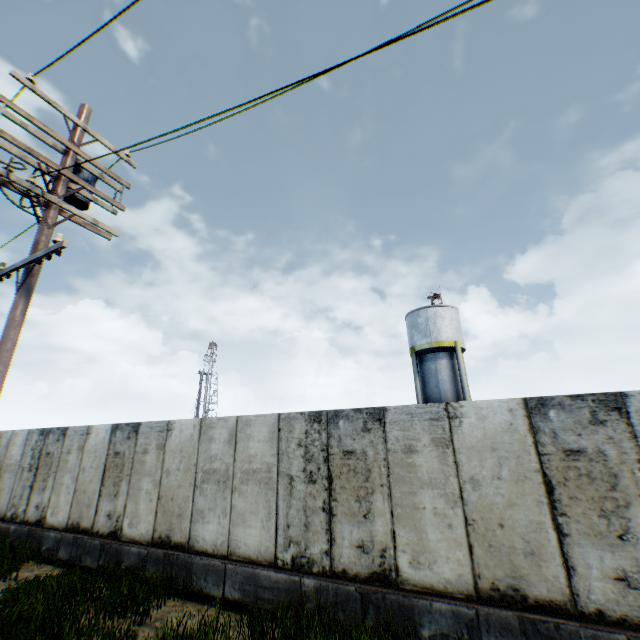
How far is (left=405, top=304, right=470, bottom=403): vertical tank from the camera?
22.5m

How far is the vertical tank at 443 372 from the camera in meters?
22.5

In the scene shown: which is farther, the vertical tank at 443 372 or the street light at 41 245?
the vertical tank at 443 372

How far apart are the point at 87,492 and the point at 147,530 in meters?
2.9

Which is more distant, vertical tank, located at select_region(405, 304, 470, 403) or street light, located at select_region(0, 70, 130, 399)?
vertical tank, located at select_region(405, 304, 470, 403)
